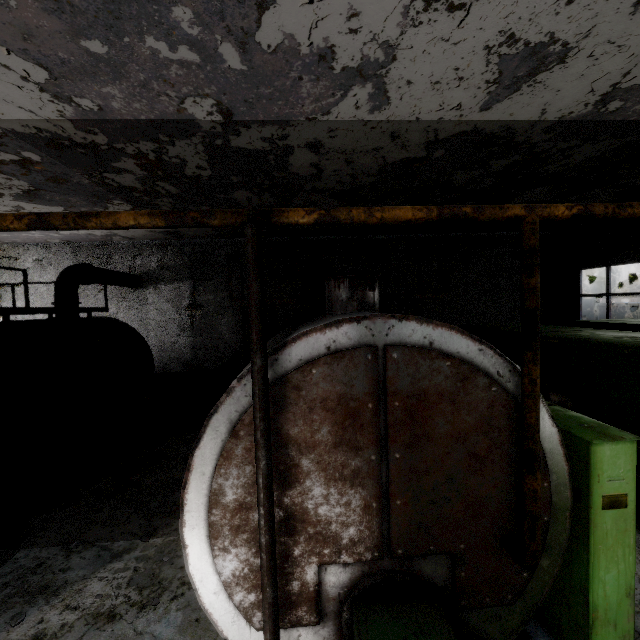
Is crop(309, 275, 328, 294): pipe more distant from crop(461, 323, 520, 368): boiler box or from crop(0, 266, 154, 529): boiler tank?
crop(0, 266, 154, 529): boiler tank

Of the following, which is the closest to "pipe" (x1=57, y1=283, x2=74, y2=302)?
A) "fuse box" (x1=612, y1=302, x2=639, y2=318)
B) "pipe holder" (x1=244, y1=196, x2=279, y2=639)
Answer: "fuse box" (x1=612, y1=302, x2=639, y2=318)

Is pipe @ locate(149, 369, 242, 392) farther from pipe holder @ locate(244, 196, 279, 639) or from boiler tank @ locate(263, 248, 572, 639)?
pipe holder @ locate(244, 196, 279, 639)

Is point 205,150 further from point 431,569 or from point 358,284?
point 431,569

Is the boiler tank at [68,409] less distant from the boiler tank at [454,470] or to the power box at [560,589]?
the boiler tank at [454,470]

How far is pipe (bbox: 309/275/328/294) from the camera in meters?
9.9

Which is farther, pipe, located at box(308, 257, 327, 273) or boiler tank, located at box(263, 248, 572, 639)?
pipe, located at box(308, 257, 327, 273)

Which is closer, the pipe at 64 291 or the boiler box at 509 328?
the boiler box at 509 328
